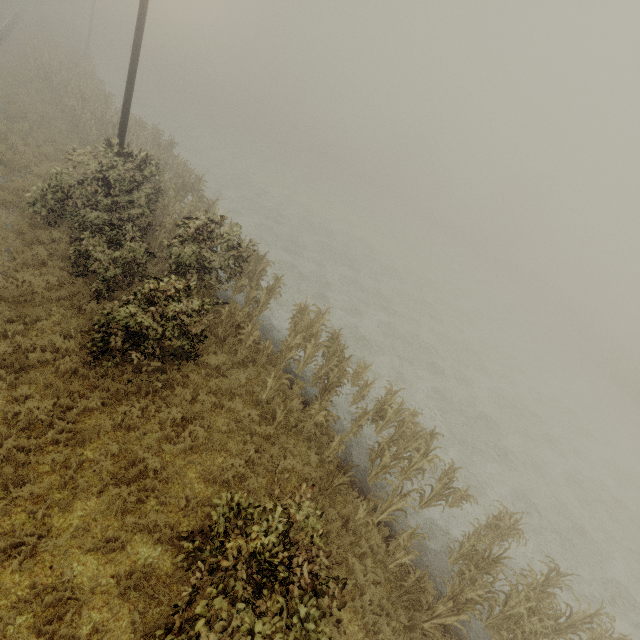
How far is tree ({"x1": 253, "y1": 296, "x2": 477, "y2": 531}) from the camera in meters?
8.3

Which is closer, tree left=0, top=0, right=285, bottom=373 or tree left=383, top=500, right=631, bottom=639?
tree left=383, top=500, right=631, bottom=639

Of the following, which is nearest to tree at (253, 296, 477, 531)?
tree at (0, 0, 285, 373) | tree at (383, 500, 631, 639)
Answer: tree at (383, 500, 631, 639)

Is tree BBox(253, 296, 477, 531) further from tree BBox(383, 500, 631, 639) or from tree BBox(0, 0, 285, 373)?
tree BBox(0, 0, 285, 373)

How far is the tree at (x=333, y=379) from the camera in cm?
826

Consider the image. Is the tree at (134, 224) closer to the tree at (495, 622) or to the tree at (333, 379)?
the tree at (333, 379)

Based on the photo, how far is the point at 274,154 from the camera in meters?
50.7
